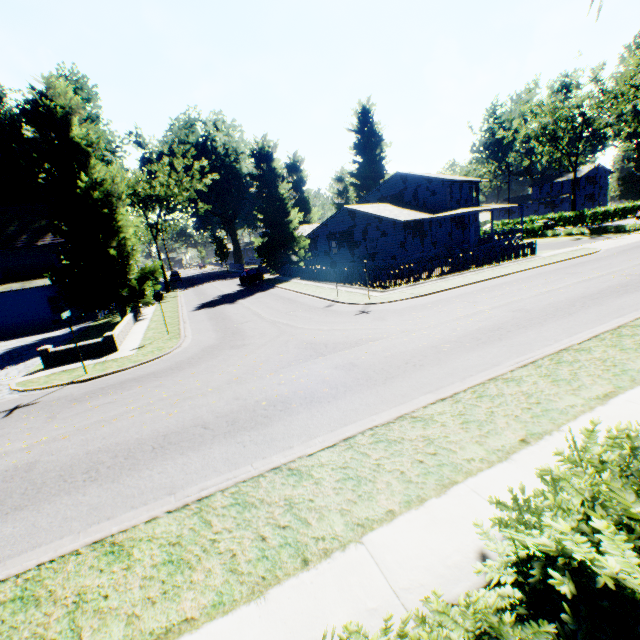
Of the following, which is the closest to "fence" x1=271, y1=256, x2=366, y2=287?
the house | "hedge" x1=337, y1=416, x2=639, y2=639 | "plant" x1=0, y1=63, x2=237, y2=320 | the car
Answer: "plant" x1=0, y1=63, x2=237, y2=320

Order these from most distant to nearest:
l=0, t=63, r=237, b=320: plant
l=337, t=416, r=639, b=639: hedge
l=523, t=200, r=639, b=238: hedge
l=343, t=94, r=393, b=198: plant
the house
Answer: l=343, t=94, r=393, b=198: plant
l=523, t=200, r=639, b=238: hedge
the house
l=0, t=63, r=237, b=320: plant
l=337, t=416, r=639, b=639: hedge

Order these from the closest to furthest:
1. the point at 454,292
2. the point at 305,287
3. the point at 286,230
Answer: the point at 454,292
the point at 305,287
the point at 286,230

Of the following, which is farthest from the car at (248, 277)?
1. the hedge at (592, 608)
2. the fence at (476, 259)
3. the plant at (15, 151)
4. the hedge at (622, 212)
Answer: the hedge at (622, 212)

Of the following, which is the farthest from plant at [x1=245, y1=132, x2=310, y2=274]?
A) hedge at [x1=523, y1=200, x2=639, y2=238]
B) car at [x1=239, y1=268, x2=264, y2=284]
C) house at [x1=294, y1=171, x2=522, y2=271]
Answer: hedge at [x1=523, y1=200, x2=639, y2=238]

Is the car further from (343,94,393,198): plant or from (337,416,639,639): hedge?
(337,416,639,639): hedge

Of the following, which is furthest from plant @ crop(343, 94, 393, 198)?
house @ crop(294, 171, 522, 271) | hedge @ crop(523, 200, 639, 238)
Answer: hedge @ crop(523, 200, 639, 238)

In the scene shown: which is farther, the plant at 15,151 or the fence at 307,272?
the fence at 307,272
